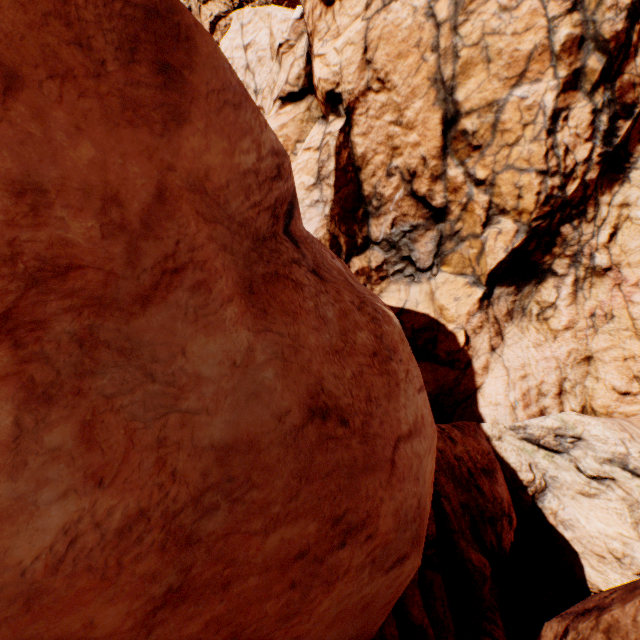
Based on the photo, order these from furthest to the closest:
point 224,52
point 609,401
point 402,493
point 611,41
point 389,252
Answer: point 224,52 → point 389,252 → point 609,401 → point 611,41 → point 402,493
